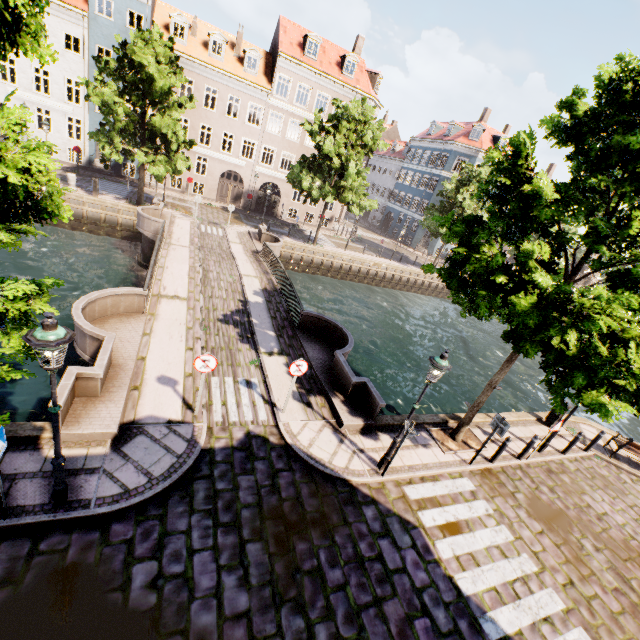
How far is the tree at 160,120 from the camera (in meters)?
17.94

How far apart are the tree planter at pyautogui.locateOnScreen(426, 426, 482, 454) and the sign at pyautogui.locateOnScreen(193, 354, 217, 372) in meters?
7.2 m

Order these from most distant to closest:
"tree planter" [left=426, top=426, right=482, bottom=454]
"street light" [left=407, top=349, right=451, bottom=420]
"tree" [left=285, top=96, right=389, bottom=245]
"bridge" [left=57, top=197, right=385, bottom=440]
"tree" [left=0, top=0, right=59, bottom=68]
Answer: "tree" [left=285, top=96, right=389, bottom=245] → "tree planter" [left=426, top=426, right=482, bottom=454] → "bridge" [left=57, top=197, right=385, bottom=440] → "street light" [left=407, top=349, right=451, bottom=420] → "tree" [left=0, top=0, right=59, bottom=68]

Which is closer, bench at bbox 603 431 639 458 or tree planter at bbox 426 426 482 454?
tree planter at bbox 426 426 482 454

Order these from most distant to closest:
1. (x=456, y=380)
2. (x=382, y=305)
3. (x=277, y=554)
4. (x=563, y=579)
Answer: (x=382, y=305)
(x=456, y=380)
(x=563, y=579)
(x=277, y=554)

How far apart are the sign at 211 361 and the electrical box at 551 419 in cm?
1354

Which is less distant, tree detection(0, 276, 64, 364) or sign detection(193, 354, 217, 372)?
tree detection(0, 276, 64, 364)

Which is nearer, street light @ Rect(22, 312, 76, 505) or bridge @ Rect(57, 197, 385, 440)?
street light @ Rect(22, 312, 76, 505)
